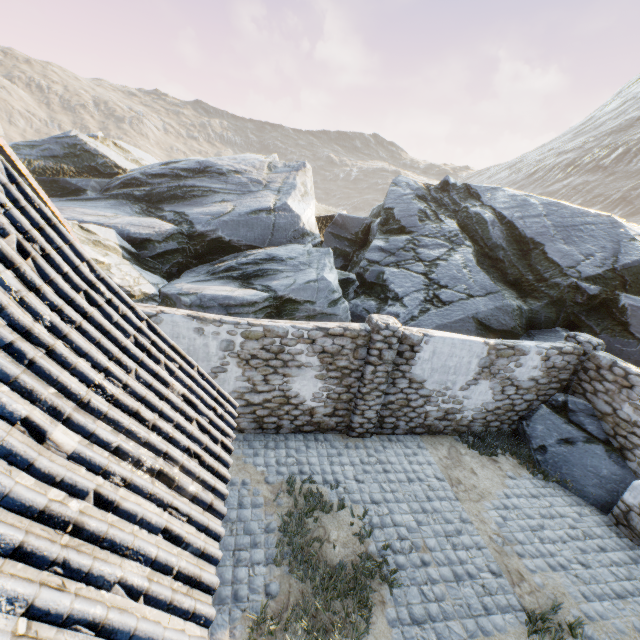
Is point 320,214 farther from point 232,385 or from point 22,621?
point 22,621

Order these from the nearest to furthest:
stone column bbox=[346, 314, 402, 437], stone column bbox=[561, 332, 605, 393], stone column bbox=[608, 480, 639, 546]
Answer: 1. stone column bbox=[608, 480, 639, 546]
2. stone column bbox=[346, 314, 402, 437]
3. stone column bbox=[561, 332, 605, 393]

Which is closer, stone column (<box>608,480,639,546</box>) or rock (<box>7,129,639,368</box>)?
stone column (<box>608,480,639,546</box>)

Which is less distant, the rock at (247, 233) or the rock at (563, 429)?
the rock at (563, 429)

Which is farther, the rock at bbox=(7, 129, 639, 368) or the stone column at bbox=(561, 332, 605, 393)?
the rock at bbox=(7, 129, 639, 368)

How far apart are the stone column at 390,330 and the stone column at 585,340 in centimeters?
535cm

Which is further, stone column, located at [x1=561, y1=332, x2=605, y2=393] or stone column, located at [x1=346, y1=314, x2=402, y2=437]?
stone column, located at [x1=561, y1=332, x2=605, y2=393]

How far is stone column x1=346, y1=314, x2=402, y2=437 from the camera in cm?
729
